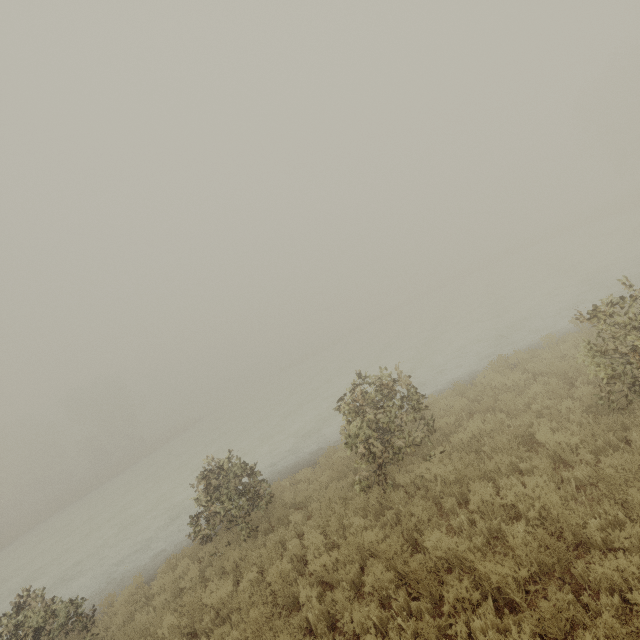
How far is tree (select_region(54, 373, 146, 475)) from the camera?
49.62m

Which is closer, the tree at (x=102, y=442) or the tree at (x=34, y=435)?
the tree at (x=34, y=435)

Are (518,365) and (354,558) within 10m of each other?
yes

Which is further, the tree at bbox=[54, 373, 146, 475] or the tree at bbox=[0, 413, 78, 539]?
the tree at bbox=[54, 373, 146, 475]

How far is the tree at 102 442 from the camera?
49.62m
